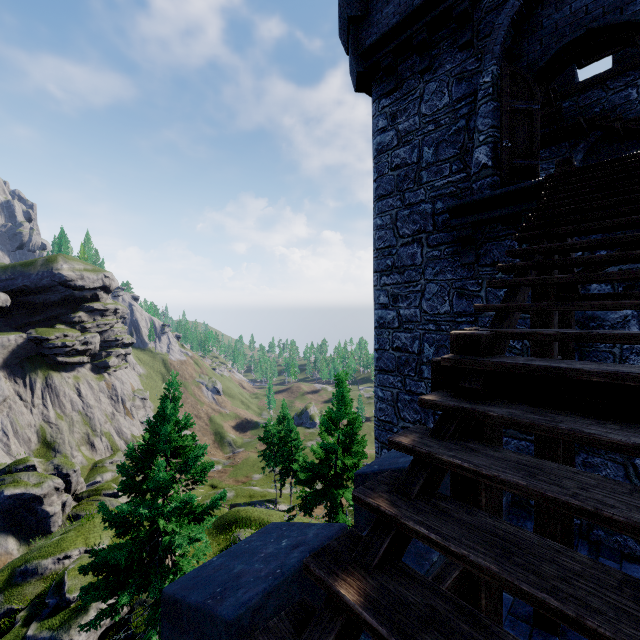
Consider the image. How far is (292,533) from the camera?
3.4 meters

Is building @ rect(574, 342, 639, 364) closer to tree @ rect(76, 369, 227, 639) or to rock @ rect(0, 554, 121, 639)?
tree @ rect(76, 369, 227, 639)

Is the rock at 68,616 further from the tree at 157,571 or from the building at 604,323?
the building at 604,323

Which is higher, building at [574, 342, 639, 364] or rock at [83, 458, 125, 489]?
building at [574, 342, 639, 364]

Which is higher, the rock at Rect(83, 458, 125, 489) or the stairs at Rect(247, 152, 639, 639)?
the stairs at Rect(247, 152, 639, 639)

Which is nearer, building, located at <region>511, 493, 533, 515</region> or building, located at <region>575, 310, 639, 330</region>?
building, located at <region>575, 310, 639, 330</region>

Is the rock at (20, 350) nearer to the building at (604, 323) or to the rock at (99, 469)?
the rock at (99, 469)

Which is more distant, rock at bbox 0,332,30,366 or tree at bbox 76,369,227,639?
rock at bbox 0,332,30,366
